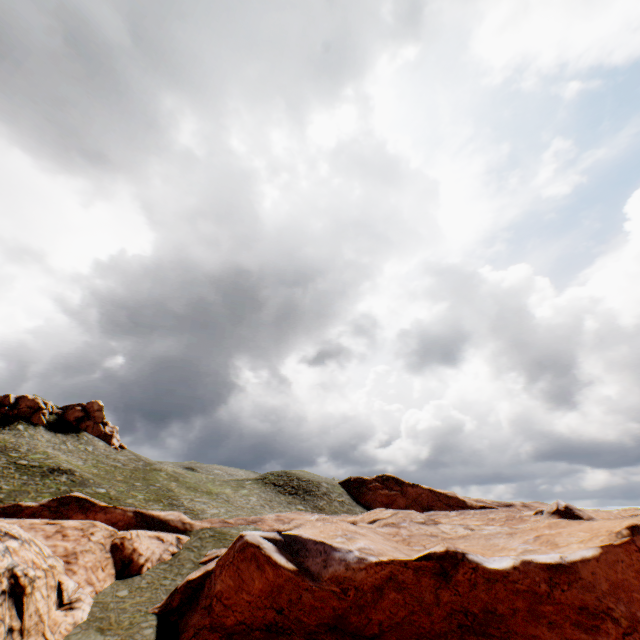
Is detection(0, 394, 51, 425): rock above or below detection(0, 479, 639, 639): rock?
above

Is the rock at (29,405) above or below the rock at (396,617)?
above

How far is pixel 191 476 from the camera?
57.5 meters

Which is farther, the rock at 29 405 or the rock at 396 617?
the rock at 29 405

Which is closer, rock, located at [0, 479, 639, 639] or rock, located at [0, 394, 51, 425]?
rock, located at [0, 479, 639, 639]
